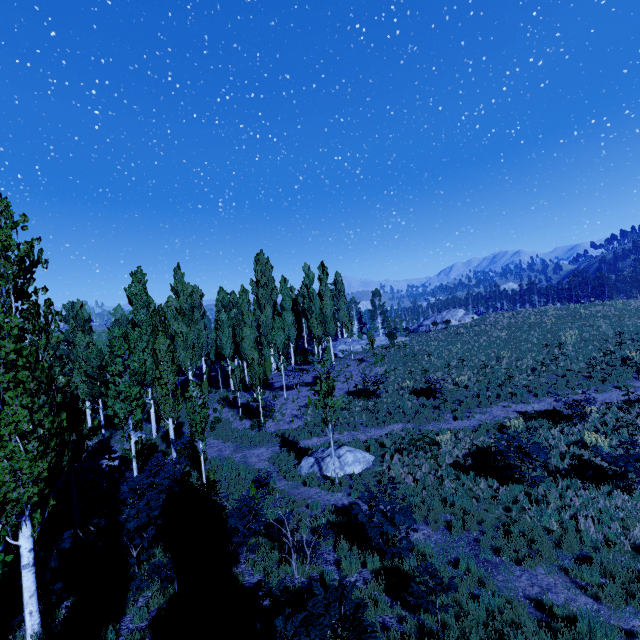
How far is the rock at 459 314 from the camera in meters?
48.8

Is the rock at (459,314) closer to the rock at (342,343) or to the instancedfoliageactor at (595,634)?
the instancedfoliageactor at (595,634)

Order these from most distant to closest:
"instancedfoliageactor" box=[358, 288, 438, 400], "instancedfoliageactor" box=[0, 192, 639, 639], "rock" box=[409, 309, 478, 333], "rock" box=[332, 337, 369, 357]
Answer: "rock" box=[409, 309, 478, 333], "rock" box=[332, 337, 369, 357], "instancedfoliageactor" box=[358, 288, 438, 400], "instancedfoliageactor" box=[0, 192, 639, 639]

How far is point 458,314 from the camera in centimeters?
4981cm

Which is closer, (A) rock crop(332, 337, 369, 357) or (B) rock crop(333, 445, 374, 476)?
(B) rock crop(333, 445, 374, 476)

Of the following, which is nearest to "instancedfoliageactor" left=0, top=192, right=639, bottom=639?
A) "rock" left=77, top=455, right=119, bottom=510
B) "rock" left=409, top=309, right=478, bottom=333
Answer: "rock" left=77, top=455, right=119, bottom=510

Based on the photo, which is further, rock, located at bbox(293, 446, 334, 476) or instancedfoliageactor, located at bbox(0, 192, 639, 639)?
rock, located at bbox(293, 446, 334, 476)

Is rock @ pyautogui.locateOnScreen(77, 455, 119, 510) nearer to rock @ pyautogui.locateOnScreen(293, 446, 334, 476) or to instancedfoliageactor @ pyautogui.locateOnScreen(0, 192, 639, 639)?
instancedfoliageactor @ pyautogui.locateOnScreen(0, 192, 639, 639)
